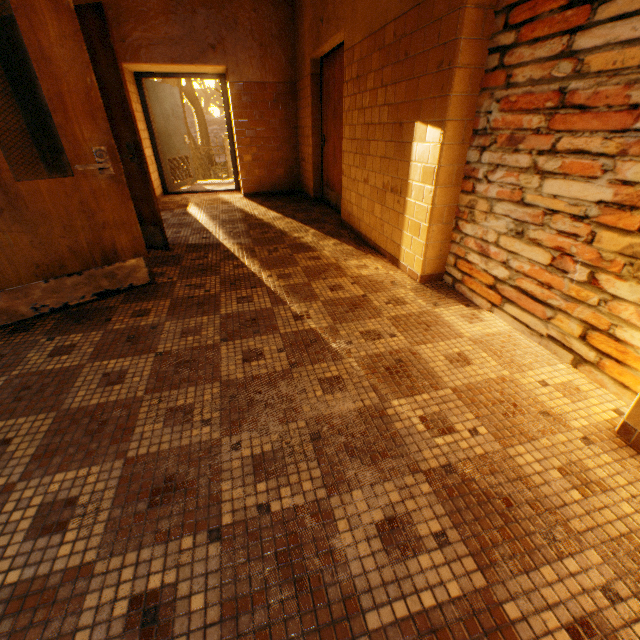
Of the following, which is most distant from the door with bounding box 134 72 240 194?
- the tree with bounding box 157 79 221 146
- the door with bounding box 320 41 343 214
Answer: the tree with bounding box 157 79 221 146

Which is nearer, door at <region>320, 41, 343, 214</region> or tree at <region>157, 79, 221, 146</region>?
door at <region>320, 41, 343, 214</region>

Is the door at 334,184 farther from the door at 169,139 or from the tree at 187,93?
the tree at 187,93

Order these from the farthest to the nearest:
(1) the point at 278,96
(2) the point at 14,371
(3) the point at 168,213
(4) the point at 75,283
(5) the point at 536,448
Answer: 1. (1) the point at 278,96
2. (3) the point at 168,213
3. (4) the point at 75,283
4. (2) the point at 14,371
5. (5) the point at 536,448

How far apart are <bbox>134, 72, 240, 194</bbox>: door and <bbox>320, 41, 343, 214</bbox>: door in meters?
2.4

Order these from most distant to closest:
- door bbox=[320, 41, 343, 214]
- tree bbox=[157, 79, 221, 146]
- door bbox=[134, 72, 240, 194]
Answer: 1. tree bbox=[157, 79, 221, 146]
2. door bbox=[134, 72, 240, 194]
3. door bbox=[320, 41, 343, 214]

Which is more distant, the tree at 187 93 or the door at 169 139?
the tree at 187 93
